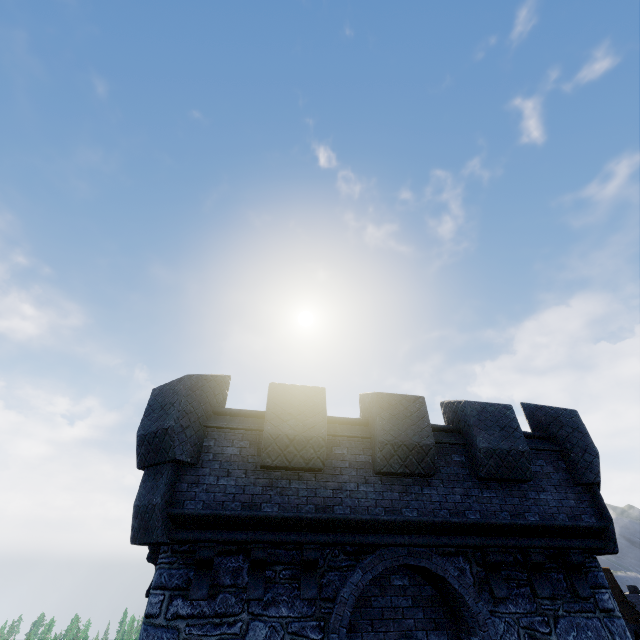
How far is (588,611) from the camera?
6.80m

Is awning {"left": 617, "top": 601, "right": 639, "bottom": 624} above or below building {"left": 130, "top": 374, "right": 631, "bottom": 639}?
below

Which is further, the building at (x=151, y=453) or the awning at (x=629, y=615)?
the awning at (x=629, y=615)

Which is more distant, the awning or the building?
the awning

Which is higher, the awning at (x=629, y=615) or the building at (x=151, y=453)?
the building at (x=151, y=453)
